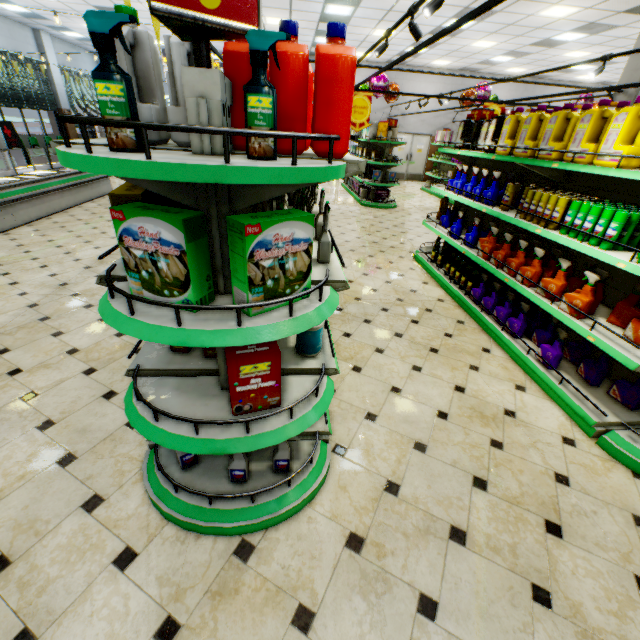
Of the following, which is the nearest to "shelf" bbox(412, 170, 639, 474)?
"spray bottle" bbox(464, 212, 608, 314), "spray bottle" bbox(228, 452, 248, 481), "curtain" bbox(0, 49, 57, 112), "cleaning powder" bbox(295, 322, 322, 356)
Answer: "spray bottle" bbox(464, 212, 608, 314)

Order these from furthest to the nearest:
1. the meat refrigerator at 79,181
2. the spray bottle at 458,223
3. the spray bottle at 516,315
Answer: the meat refrigerator at 79,181
the spray bottle at 458,223
the spray bottle at 516,315

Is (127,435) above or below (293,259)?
below

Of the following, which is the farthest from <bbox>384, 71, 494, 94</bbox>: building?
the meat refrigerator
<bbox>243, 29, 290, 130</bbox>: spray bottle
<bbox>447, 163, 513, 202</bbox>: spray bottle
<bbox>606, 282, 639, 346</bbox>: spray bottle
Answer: <bbox>243, 29, 290, 130</bbox>: spray bottle

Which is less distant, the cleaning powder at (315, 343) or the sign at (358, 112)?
the cleaning powder at (315, 343)

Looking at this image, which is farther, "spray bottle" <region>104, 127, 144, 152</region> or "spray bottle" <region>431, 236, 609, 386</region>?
"spray bottle" <region>431, 236, 609, 386</region>

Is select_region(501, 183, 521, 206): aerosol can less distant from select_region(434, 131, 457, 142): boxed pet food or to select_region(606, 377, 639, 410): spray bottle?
select_region(606, 377, 639, 410): spray bottle

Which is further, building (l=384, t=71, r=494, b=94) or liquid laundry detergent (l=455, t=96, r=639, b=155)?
building (l=384, t=71, r=494, b=94)
